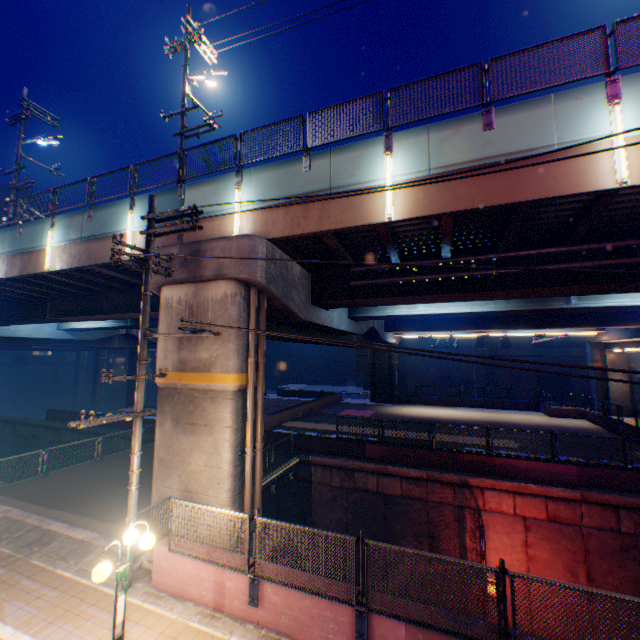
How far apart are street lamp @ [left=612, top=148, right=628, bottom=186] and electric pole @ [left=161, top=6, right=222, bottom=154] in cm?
1391

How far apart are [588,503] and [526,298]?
8.9 meters

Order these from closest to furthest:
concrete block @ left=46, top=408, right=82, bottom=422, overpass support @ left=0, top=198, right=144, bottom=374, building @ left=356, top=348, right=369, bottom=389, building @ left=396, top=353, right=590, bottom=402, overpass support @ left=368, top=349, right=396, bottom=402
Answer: overpass support @ left=0, top=198, right=144, bottom=374
concrete block @ left=46, top=408, right=82, bottom=422
overpass support @ left=368, top=349, right=396, bottom=402
building @ left=396, top=353, right=590, bottom=402
building @ left=356, top=348, right=369, bottom=389

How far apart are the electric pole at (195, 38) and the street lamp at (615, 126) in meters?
13.9 m

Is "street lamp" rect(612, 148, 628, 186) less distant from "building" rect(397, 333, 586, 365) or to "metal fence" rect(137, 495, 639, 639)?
"metal fence" rect(137, 495, 639, 639)

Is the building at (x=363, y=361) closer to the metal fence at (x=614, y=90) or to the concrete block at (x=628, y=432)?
the concrete block at (x=628, y=432)

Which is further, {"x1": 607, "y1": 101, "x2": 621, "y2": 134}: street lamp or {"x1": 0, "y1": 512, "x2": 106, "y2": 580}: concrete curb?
{"x1": 0, "y1": 512, "x2": 106, "y2": 580}: concrete curb
